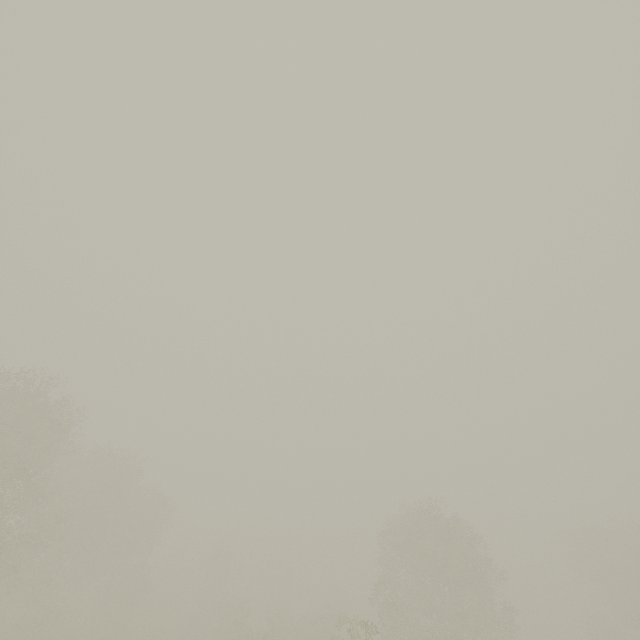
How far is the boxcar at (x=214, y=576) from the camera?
48.2 meters

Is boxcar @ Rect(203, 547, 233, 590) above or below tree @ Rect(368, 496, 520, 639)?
below

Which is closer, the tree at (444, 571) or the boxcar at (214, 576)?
Answer: the tree at (444, 571)

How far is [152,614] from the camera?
35.8m

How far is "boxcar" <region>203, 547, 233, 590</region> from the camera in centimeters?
4822cm

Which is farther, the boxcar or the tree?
the boxcar
